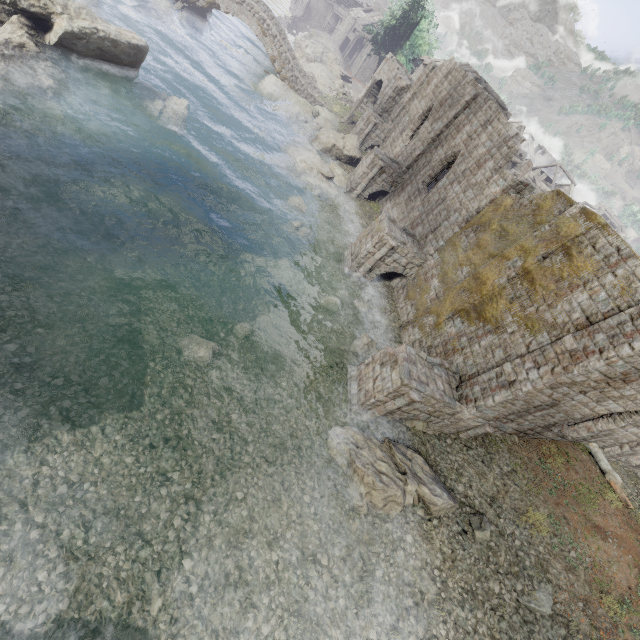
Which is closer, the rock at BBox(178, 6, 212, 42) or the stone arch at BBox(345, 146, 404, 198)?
the stone arch at BBox(345, 146, 404, 198)

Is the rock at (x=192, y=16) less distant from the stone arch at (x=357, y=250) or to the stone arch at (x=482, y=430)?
the stone arch at (x=357, y=250)

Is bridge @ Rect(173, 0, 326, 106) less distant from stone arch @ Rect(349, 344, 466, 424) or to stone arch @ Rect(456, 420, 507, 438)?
stone arch @ Rect(349, 344, 466, 424)

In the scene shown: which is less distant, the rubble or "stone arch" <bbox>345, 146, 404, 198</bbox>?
"stone arch" <bbox>345, 146, 404, 198</bbox>

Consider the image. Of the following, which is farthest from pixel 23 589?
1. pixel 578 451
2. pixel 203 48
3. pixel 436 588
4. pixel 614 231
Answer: pixel 203 48

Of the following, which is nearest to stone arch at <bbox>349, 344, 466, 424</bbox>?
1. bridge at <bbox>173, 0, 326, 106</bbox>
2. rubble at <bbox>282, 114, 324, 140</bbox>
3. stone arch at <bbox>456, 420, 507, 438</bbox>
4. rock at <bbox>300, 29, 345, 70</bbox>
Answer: stone arch at <bbox>456, 420, 507, 438</bbox>

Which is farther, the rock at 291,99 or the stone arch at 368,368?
the rock at 291,99

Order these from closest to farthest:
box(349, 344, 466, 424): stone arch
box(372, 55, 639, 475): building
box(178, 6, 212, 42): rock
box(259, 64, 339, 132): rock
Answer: box(372, 55, 639, 475): building, box(349, 344, 466, 424): stone arch, box(178, 6, 212, 42): rock, box(259, 64, 339, 132): rock
